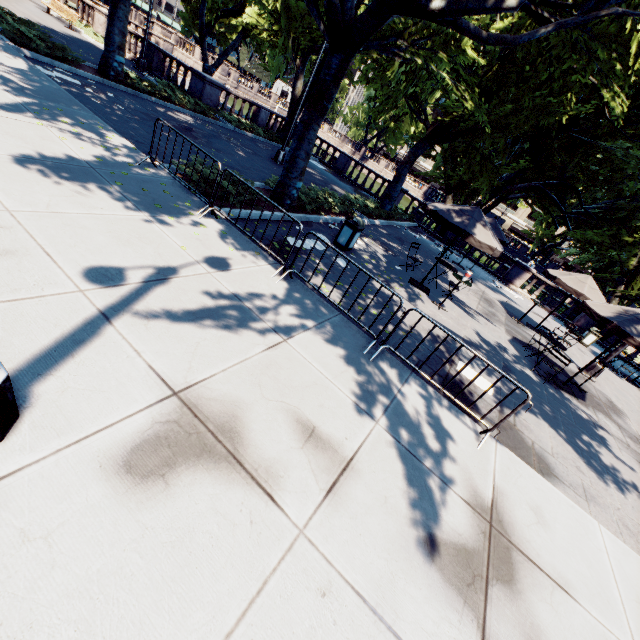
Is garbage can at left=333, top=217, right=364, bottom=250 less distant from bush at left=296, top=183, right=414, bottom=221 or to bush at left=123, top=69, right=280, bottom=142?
bush at left=296, top=183, right=414, bottom=221

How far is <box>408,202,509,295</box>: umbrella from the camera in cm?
904

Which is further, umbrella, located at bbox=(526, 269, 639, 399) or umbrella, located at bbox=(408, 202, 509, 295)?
umbrella, located at bbox=(408, 202, 509, 295)

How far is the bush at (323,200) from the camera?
11.8m

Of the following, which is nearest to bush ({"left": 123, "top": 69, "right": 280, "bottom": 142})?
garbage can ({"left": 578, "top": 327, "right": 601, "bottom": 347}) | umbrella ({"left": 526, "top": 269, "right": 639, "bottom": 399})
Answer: umbrella ({"left": 526, "top": 269, "right": 639, "bottom": 399})

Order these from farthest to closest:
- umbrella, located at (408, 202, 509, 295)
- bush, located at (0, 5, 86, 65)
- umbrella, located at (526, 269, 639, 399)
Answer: bush, located at (0, 5, 86, 65), umbrella, located at (408, 202, 509, 295), umbrella, located at (526, 269, 639, 399)

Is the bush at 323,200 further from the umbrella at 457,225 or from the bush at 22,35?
the bush at 22,35

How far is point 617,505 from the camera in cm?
594
